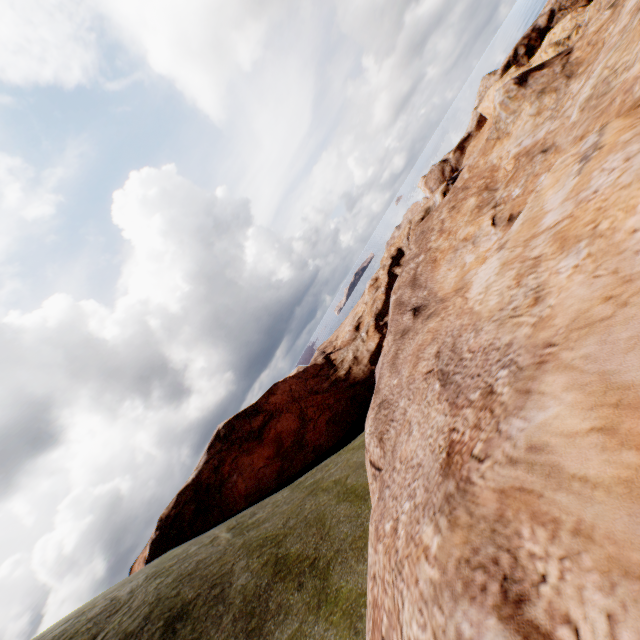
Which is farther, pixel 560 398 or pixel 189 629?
pixel 189 629
